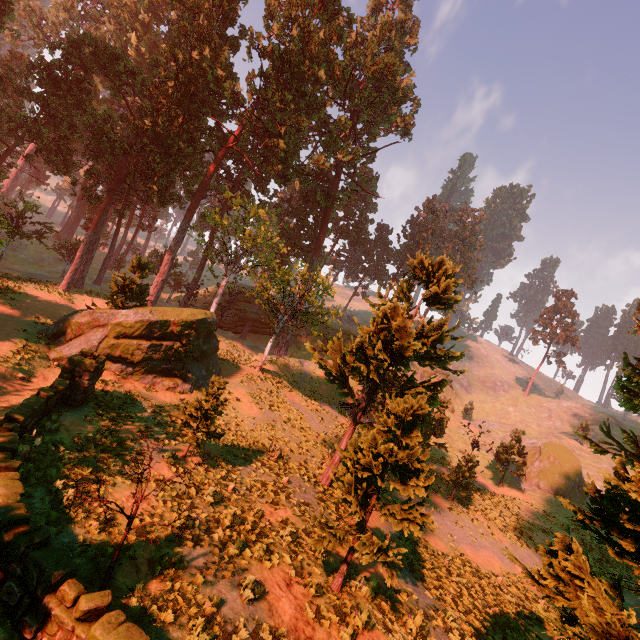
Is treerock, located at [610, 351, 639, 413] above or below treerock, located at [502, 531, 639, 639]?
above

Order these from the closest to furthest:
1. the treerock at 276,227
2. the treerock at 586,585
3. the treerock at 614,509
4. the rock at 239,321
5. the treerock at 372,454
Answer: the treerock at 586,585 → the treerock at 614,509 → the treerock at 372,454 → the treerock at 276,227 → the rock at 239,321

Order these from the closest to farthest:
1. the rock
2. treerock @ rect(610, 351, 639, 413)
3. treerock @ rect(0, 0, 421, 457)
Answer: treerock @ rect(610, 351, 639, 413) → treerock @ rect(0, 0, 421, 457) → the rock

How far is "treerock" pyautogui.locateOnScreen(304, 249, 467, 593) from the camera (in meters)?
9.04

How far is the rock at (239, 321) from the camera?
49.7 meters

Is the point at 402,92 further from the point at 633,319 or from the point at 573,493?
the point at 573,493

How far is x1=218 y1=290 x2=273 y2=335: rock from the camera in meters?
49.7 m

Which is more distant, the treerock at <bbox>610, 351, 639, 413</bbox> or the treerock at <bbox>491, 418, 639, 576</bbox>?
the treerock at <bbox>610, 351, 639, 413</bbox>
